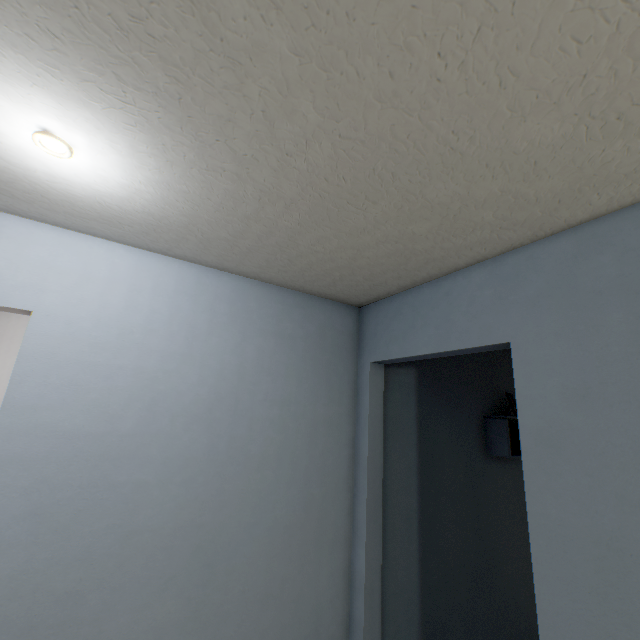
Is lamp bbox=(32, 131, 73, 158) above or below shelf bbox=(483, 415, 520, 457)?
above

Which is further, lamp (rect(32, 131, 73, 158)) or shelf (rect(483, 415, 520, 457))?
shelf (rect(483, 415, 520, 457))

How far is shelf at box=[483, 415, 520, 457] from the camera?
2.6 meters

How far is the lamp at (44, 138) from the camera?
0.9m

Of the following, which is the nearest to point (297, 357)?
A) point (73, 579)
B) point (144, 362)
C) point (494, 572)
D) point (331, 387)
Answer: point (331, 387)

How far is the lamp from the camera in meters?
0.9

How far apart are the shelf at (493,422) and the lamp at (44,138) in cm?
307

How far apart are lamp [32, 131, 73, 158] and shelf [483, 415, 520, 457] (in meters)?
3.07
